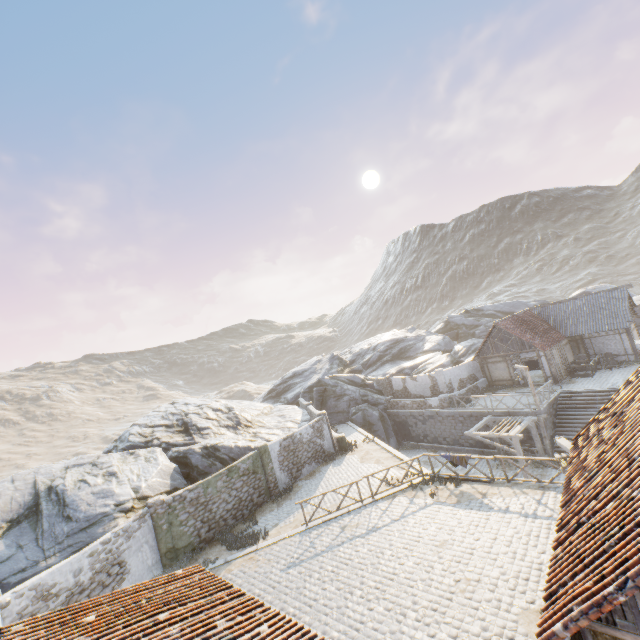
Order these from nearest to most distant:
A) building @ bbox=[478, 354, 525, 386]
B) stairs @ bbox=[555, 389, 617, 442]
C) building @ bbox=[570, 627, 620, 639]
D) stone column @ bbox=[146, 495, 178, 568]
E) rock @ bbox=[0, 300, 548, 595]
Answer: building @ bbox=[570, 627, 620, 639], rock @ bbox=[0, 300, 548, 595], stone column @ bbox=[146, 495, 178, 568], stairs @ bbox=[555, 389, 617, 442], building @ bbox=[478, 354, 525, 386]

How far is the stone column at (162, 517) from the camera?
14.9 meters

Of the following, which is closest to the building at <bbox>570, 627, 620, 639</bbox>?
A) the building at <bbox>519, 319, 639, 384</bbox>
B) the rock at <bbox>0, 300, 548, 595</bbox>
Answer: the rock at <bbox>0, 300, 548, 595</bbox>

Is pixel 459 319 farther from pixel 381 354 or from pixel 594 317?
pixel 594 317

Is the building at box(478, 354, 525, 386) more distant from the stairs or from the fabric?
the fabric

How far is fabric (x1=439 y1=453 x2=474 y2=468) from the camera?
15.34m

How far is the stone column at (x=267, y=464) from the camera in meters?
19.4 m

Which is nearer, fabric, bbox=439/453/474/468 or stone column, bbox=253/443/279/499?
fabric, bbox=439/453/474/468
